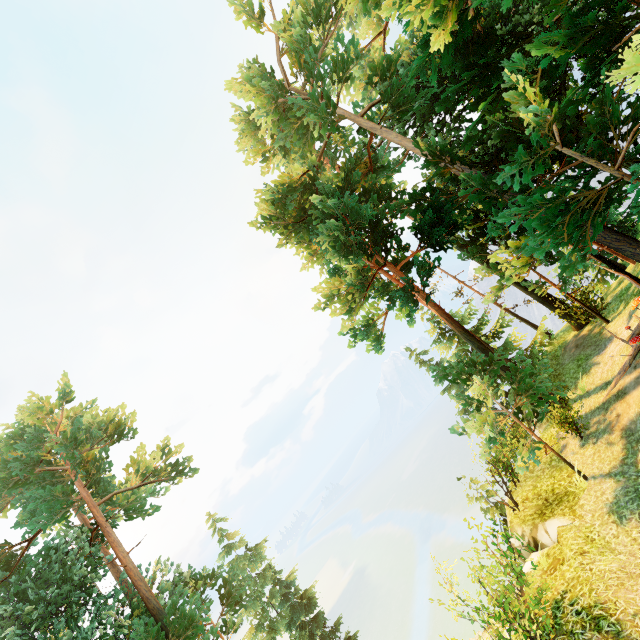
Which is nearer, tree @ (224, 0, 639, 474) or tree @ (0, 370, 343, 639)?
tree @ (224, 0, 639, 474)

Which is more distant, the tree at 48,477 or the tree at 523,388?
the tree at 48,477

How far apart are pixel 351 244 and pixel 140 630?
19.1m
